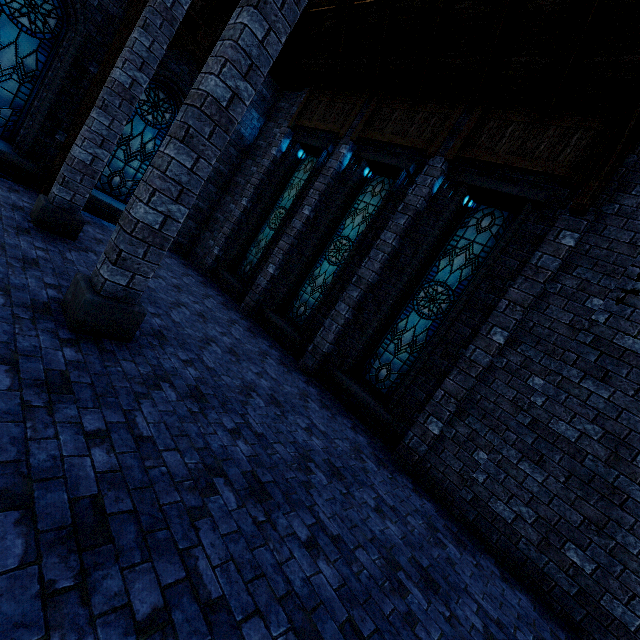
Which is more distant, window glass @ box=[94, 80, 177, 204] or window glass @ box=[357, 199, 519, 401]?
window glass @ box=[94, 80, 177, 204]

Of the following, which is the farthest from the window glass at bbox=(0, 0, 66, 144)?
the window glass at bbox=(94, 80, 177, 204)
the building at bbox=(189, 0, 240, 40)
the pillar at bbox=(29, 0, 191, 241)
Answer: the pillar at bbox=(29, 0, 191, 241)

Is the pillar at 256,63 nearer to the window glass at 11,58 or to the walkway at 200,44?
the walkway at 200,44

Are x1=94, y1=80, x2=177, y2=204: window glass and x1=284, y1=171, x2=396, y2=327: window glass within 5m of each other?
no

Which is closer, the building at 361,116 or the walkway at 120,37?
the building at 361,116

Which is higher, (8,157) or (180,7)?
(180,7)

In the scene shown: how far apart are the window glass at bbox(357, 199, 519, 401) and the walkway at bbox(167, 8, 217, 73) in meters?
8.2 m

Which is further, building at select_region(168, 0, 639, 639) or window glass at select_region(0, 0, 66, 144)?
window glass at select_region(0, 0, 66, 144)
